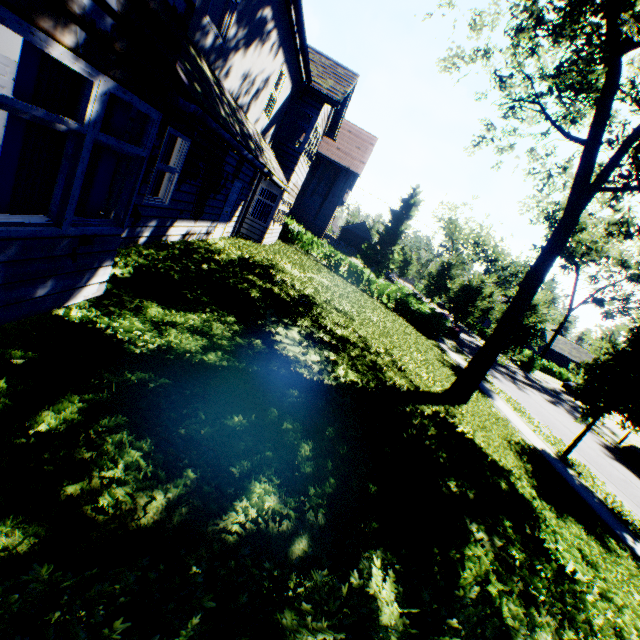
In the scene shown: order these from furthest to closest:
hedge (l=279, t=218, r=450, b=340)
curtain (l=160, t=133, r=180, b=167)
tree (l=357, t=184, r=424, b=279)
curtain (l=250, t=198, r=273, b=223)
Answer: tree (l=357, t=184, r=424, b=279) < hedge (l=279, t=218, r=450, b=340) < curtain (l=250, t=198, r=273, b=223) < curtain (l=160, t=133, r=180, b=167)

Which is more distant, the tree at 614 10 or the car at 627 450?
the car at 627 450

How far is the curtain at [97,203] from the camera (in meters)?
3.78

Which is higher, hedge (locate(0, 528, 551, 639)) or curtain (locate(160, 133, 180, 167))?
curtain (locate(160, 133, 180, 167))

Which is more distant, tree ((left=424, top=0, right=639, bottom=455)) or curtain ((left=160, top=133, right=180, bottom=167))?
tree ((left=424, top=0, right=639, bottom=455))

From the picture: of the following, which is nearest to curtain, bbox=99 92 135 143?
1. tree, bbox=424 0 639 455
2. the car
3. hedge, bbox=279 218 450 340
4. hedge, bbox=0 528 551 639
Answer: hedge, bbox=0 528 551 639

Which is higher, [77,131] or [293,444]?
[77,131]

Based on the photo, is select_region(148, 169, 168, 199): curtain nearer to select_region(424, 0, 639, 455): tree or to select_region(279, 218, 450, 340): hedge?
select_region(424, 0, 639, 455): tree
